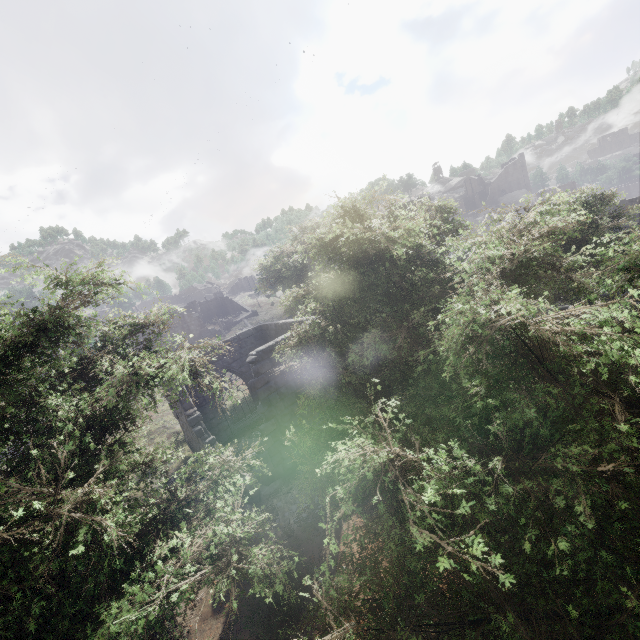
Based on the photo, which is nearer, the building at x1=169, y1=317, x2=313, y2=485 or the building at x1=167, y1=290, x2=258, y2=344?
the building at x1=169, y1=317, x2=313, y2=485

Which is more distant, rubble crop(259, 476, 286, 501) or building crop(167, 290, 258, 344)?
building crop(167, 290, 258, 344)

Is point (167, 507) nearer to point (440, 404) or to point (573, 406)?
point (440, 404)

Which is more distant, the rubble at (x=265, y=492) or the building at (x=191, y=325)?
the building at (x=191, y=325)

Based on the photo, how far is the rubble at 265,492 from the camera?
10.9m

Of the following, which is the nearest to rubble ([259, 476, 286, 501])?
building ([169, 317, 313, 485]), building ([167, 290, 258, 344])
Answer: building ([169, 317, 313, 485])

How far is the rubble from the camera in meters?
10.9 m

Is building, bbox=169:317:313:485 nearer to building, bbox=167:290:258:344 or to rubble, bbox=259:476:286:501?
rubble, bbox=259:476:286:501
